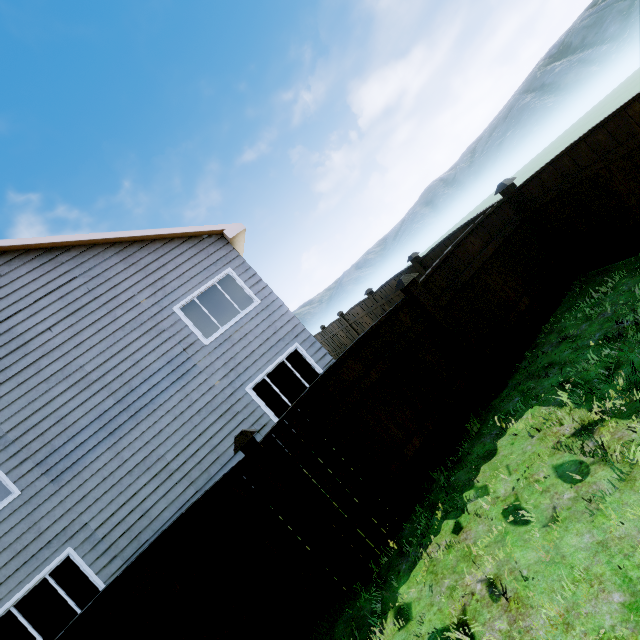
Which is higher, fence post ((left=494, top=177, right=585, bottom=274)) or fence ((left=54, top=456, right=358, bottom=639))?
fence post ((left=494, top=177, right=585, bottom=274))

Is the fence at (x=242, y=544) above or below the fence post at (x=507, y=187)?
below

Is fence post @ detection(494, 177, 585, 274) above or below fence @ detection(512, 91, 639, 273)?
above

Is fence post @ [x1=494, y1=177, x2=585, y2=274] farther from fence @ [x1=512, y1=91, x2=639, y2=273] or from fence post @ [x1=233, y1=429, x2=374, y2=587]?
fence post @ [x1=233, y1=429, x2=374, y2=587]

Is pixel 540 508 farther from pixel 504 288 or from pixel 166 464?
pixel 166 464

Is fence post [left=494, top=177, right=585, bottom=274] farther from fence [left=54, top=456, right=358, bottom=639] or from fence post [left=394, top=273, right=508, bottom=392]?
fence [left=54, top=456, right=358, bottom=639]

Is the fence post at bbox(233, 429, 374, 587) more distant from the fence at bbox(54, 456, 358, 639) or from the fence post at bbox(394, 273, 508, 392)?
the fence post at bbox(394, 273, 508, 392)

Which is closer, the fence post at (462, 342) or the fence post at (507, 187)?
the fence post at (462, 342)
